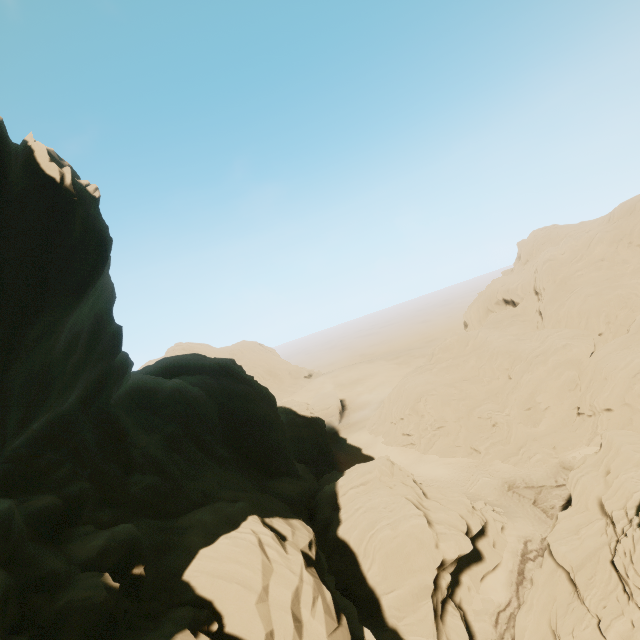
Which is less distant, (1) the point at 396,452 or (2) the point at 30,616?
(2) the point at 30,616

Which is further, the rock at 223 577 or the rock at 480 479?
the rock at 480 479

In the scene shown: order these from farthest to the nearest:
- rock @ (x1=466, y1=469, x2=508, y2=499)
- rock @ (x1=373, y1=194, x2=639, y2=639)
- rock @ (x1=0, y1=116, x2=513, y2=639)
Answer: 1. rock @ (x1=466, y1=469, x2=508, y2=499)
2. rock @ (x1=373, y1=194, x2=639, y2=639)
3. rock @ (x1=0, y1=116, x2=513, y2=639)

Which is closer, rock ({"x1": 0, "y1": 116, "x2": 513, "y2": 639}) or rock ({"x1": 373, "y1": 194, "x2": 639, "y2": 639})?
rock ({"x1": 0, "y1": 116, "x2": 513, "y2": 639})

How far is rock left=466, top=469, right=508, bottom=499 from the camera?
38.4m
